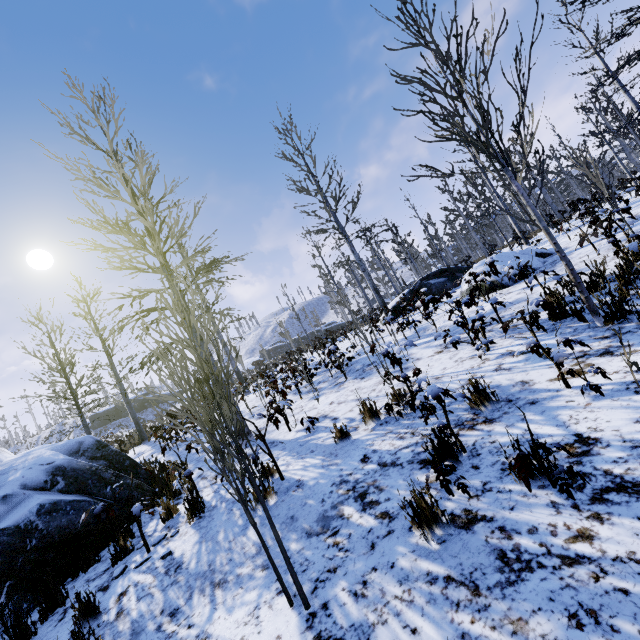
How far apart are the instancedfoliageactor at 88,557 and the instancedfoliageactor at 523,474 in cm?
575

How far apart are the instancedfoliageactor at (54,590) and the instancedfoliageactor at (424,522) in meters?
4.5

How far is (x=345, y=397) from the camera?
6.66m

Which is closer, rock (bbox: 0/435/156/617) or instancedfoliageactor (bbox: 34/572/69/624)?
instancedfoliageactor (bbox: 34/572/69/624)

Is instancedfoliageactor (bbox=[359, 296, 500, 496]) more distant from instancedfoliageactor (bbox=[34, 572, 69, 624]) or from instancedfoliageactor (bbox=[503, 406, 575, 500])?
instancedfoliageactor (bbox=[34, 572, 69, 624])

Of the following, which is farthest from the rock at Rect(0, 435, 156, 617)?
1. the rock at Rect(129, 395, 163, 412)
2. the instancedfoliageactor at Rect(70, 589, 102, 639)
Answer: the rock at Rect(129, 395, 163, 412)

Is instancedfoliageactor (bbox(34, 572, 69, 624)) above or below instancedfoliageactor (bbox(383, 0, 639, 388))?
below

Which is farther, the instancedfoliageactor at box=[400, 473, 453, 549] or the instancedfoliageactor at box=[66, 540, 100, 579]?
the instancedfoliageactor at box=[66, 540, 100, 579]
